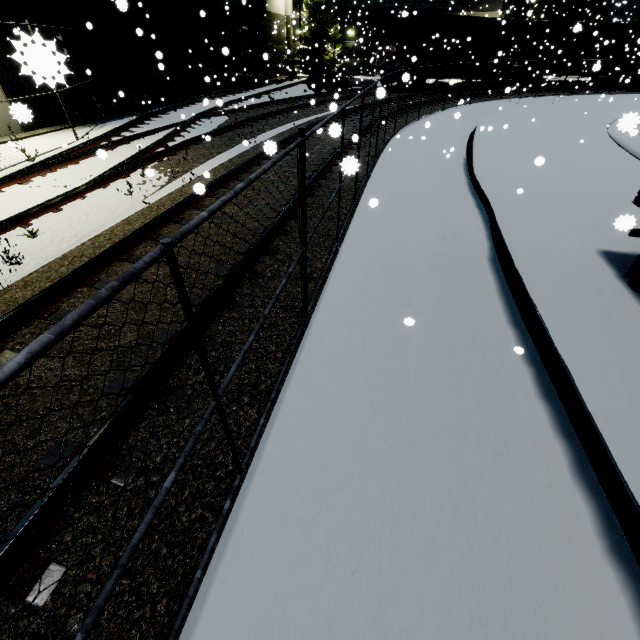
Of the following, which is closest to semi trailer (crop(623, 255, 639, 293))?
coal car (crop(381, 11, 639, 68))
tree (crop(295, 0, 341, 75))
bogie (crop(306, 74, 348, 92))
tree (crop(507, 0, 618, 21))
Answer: tree (crop(295, 0, 341, 75))

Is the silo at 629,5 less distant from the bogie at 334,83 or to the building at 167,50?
the building at 167,50

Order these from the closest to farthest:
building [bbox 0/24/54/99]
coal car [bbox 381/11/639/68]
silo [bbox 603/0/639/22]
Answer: building [bbox 0/24/54/99], coal car [bbox 381/11/639/68], silo [bbox 603/0/639/22]

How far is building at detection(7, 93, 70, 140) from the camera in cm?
281

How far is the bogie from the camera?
23.77m

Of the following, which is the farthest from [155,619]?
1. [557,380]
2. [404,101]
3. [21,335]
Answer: [404,101]

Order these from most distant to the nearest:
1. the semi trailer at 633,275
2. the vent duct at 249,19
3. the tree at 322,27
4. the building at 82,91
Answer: the tree at 322,27 → the vent duct at 249,19 → the building at 82,91 → the semi trailer at 633,275

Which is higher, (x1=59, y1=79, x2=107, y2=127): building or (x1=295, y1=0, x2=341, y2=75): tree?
(x1=295, y1=0, x2=341, y2=75): tree
